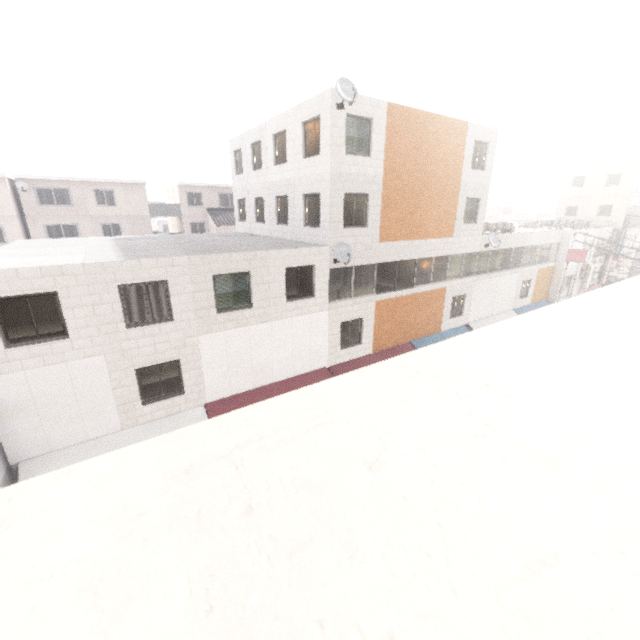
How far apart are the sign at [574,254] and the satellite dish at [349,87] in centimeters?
2421cm

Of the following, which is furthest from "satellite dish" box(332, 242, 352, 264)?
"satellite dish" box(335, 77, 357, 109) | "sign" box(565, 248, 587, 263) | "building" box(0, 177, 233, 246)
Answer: "building" box(0, 177, 233, 246)

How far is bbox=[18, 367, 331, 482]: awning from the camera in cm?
1018

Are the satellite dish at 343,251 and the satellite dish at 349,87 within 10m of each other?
yes

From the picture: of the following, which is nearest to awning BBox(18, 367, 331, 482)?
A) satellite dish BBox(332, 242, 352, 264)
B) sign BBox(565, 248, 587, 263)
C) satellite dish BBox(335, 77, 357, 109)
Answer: satellite dish BBox(332, 242, 352, 264)

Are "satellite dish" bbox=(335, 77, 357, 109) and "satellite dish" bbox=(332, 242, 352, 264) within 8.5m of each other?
yes

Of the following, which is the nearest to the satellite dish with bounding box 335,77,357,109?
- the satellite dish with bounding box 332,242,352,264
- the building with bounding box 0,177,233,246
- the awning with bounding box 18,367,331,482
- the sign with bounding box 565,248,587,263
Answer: the satellite dish with bounding box 332,242,352,264

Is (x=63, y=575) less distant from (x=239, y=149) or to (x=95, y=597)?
(x=95, y=597)
